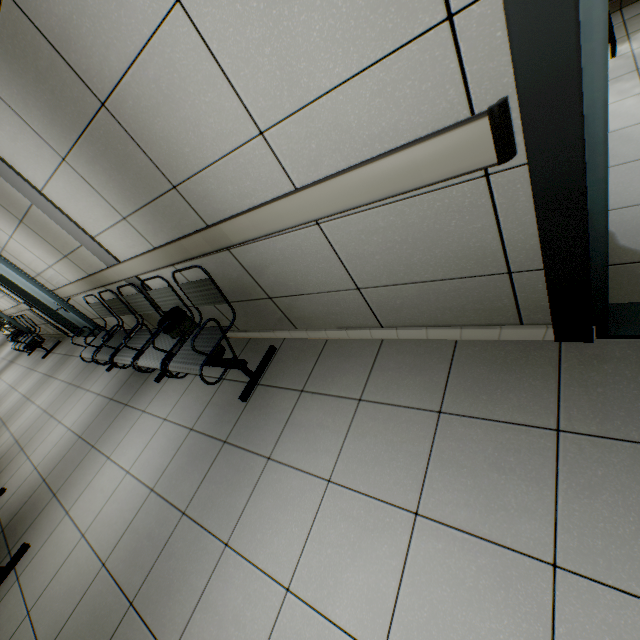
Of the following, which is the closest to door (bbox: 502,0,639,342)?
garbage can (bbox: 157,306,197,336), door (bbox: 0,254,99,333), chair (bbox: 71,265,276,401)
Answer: chair (bbox: 71,265,276,401)

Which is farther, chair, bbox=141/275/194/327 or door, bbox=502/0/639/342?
chair, bbox=141/275/194/327

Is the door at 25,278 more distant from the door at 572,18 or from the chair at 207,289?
the door at 572,18

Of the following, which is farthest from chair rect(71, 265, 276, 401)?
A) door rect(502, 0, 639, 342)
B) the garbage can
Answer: door rect(502, 0, 639, 342)

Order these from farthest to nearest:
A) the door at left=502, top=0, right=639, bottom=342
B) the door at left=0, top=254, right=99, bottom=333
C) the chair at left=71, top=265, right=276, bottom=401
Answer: the door at left=0, top=254, right=99, bottom=333, the chair at left=71, top=265, right=276, bottom=401, the door at left=502, top=0, right=639, bottom=342

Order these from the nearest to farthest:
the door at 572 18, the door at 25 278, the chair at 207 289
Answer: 1. the door at 572 18
2. the chair at 207 289
3. the door at 25 278

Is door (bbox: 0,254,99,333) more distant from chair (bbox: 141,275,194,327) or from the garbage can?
the garbage can

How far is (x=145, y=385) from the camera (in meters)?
3.77
